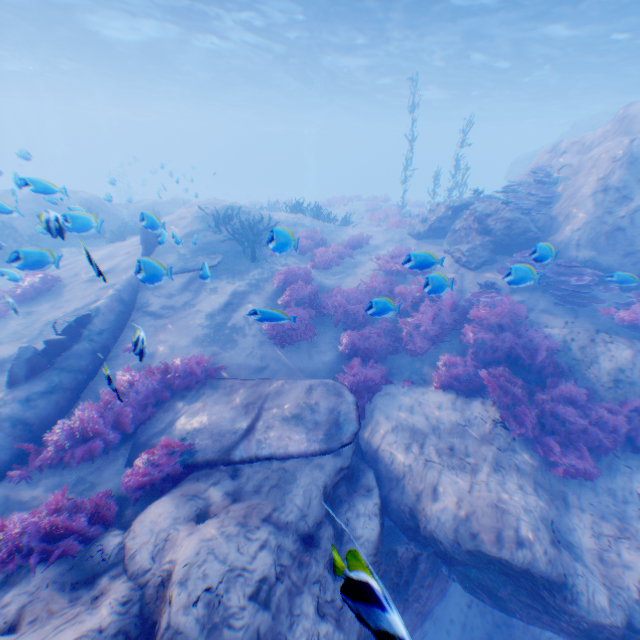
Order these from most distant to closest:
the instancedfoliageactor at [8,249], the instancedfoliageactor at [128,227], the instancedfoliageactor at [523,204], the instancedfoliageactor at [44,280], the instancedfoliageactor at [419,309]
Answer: the instancedfoliageactor at [523,204]
the instancedfoliageactor at [44,280]
the instancedfoliageactor at [419,309]
the instancedfoliageactor at [128,227]
the instancedfoliageactor at [8,249]

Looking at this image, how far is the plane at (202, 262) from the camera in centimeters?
1066cm

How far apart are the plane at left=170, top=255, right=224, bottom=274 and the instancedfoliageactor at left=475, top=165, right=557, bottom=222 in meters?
11.7 m

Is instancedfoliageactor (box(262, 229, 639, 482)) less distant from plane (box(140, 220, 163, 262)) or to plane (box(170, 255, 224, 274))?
plane (box(140, 220, 163, 262))

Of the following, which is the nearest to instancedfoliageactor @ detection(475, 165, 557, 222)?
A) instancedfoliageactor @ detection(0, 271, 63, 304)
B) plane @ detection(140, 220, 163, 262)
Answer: plane @ detection(140, 220, 163, 262)

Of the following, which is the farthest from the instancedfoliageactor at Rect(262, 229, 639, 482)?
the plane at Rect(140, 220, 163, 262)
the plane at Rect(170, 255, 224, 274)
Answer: the plane at Rect(170, 255, 224, 274)

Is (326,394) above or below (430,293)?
below

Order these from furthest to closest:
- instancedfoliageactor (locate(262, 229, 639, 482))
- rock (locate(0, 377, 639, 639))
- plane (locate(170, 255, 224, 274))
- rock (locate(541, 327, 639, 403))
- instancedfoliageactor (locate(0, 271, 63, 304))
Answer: plane (locate(170, 255, 224, 274)) < instancedfoliageactor (locate(0, 271, 63, 304)) < rock (locate(541, 327, 639, 403)) < instancedfoliageactor (locate(262, 229, 639, 482)) < rock (locate(0, 377, 639, 639))
